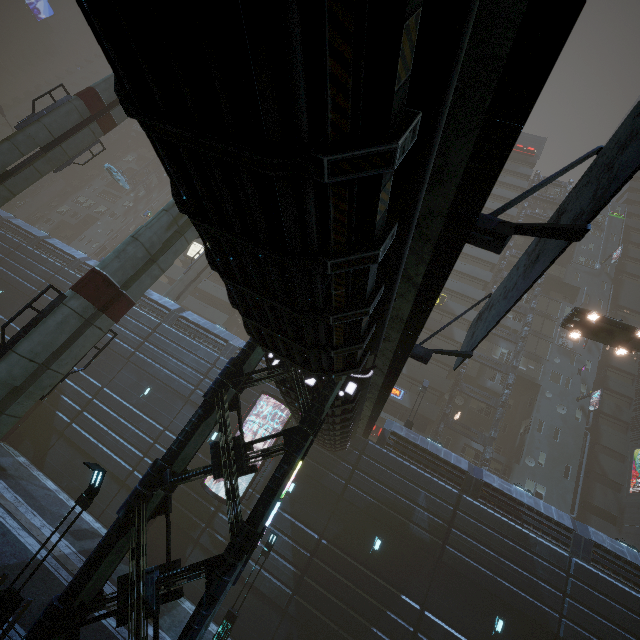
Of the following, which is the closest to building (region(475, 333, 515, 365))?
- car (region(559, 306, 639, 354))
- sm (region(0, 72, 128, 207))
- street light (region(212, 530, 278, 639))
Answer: sm (region(0, 72, 128, 207))

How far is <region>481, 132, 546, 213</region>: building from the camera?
43.75m

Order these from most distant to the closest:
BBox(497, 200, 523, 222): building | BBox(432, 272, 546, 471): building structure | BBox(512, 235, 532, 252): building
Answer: BBox(512, 235, 532, 252): building < BBox(497, 200, 523, 222): building < BBox(432, 272, 546, 471): building structure

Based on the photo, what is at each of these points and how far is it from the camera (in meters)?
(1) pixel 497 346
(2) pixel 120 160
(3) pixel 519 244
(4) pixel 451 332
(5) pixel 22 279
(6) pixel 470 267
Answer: (1) building, 36.56
(2) building, 59.78
(3) building, 42.91
(4) building, 34.28
(5) building, 28.31
(6) building, 38.31

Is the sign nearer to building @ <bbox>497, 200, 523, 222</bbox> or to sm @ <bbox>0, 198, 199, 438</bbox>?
building @ <bbox>497, 200, 523, 222</bbox>

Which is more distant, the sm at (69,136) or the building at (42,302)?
the building at (42,302)

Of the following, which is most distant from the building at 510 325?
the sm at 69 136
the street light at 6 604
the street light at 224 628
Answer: the street light at 224 628
